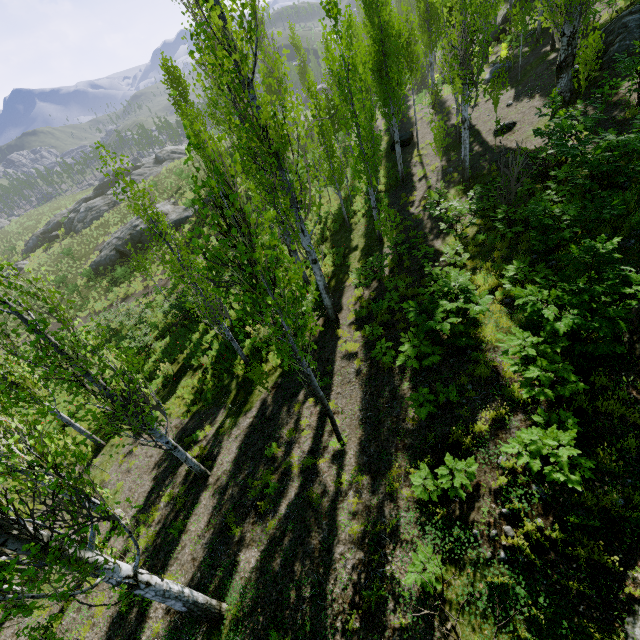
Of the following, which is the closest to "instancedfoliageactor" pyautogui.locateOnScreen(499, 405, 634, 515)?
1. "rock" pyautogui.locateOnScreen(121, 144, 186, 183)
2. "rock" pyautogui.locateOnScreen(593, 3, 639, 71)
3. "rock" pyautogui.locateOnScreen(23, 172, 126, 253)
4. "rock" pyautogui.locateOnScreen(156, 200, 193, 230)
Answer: "rock" pyautogui.locateOnScreen(121, 144, 186, 183)

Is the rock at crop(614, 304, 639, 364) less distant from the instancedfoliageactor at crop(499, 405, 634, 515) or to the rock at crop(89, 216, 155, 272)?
the instancedfoliageactor at crop(499, 405, 634, 515)

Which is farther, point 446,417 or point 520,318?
point 520,318

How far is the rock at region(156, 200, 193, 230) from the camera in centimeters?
3167cm

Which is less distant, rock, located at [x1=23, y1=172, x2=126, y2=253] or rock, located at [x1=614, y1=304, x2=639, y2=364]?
rock, located at [x1=614, y1=304, x2=639, y2=364]

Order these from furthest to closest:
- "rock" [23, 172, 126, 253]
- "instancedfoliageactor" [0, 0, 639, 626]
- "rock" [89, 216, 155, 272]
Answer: "rock" [23, 172, 126, 253], "rock" [89, 216, 155, 272], "instancedfoliageactor" [0, 0, 639, 626]

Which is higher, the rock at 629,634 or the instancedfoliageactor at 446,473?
the rock at 629,634

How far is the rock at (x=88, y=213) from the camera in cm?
4406
